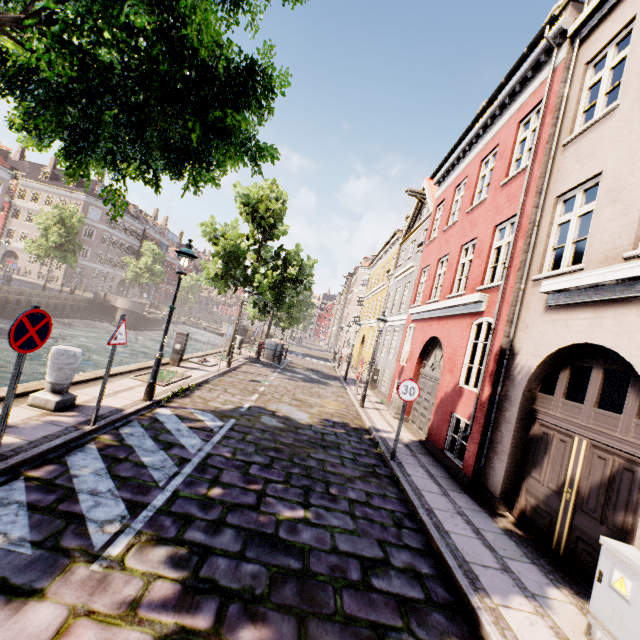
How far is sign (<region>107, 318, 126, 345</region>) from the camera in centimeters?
535cm

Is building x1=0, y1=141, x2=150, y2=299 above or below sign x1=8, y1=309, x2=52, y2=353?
above

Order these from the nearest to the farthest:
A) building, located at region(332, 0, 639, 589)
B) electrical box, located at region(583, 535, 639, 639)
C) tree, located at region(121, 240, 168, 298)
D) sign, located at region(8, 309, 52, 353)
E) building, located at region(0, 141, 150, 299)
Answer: electrical box, located at region(583, 535, 639, 639)
sign, located at region(8, 309, 52, 353)
building, located at region(332, 0, 639, 589)
tree, located at region(121, 240, 168, 298)
building, located at region(0, 141, 150, 299)

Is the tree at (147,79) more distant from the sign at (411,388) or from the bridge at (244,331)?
the sign at (411,388)

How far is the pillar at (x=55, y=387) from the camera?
5.68m

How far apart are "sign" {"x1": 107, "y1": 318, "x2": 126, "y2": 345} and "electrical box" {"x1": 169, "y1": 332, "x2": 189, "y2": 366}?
6.3m

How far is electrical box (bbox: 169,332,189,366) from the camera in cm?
1188

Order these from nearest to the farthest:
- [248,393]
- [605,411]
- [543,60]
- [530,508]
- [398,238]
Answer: [605,411] < [530,508] < [543,60] < [248,393] < [398,238]
